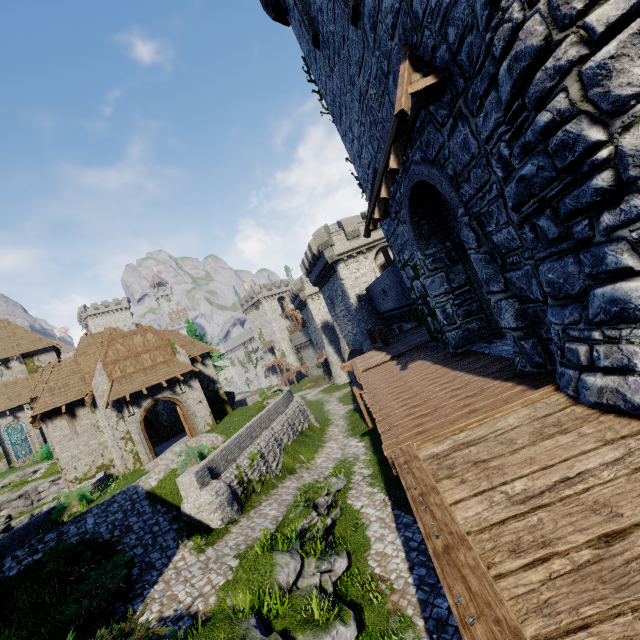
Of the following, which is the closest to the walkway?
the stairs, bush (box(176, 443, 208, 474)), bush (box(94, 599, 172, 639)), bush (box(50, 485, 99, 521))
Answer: the stairs

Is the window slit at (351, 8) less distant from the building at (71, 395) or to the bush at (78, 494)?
the bush at (78, 494)

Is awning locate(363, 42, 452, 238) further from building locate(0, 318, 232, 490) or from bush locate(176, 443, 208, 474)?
building locate(0, 318, 232, 490)

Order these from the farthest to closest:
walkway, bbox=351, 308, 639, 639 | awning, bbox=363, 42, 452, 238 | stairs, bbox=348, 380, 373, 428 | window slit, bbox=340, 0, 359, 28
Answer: stairs, bbox=348, 380, 373, 428
window slit, bbox=340, 0, 359, 28
awning, bbox=363, 42, 452, 238
walkway, bbox=351, 308, 639, 639

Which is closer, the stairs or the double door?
the double door

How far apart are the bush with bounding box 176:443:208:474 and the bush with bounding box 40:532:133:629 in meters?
5.2

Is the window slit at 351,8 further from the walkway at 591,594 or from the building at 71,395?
the building at 71,395

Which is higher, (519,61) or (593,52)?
(519,61)
